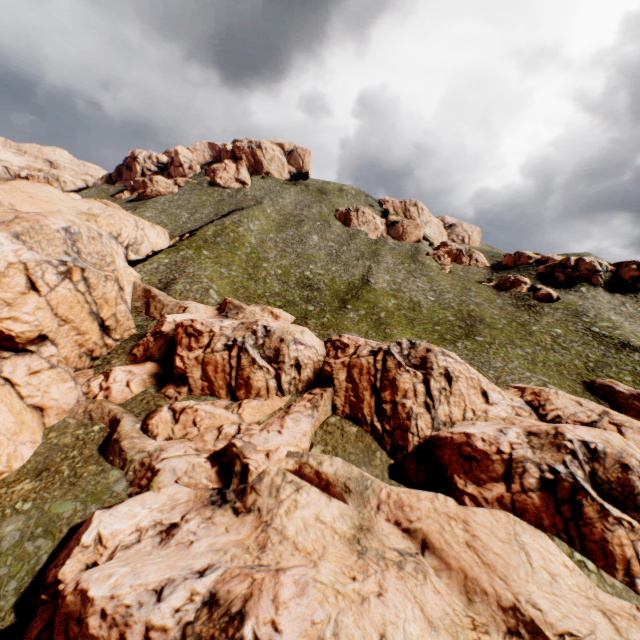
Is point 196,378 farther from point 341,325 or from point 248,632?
point 248,632
